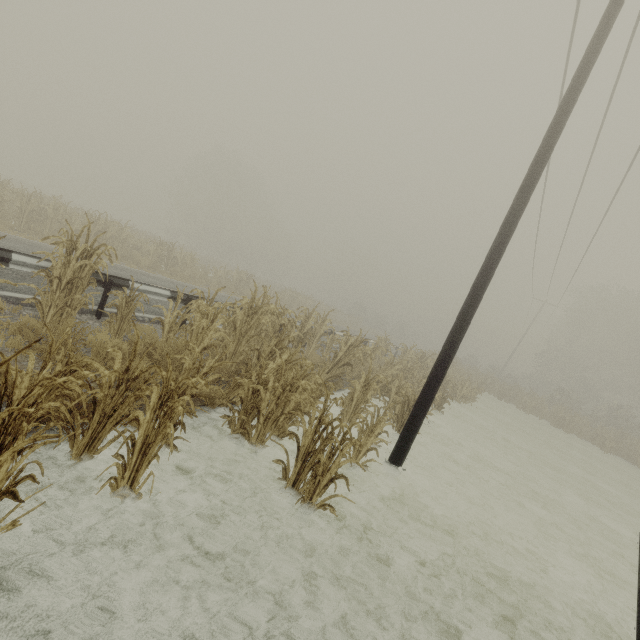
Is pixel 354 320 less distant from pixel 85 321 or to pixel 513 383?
pixel 513 383

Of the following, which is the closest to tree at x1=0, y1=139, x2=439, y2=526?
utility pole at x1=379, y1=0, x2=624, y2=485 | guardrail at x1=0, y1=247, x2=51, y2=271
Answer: utility pole at x1=379, y1=0, x2=624, y2=485

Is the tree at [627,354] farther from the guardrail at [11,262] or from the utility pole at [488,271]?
the guardrail at [11,262]

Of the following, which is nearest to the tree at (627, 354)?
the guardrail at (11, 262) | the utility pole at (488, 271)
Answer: the utility pole at (488, 271)

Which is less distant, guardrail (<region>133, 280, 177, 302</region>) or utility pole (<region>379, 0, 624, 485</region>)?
utility pole (<region>379, 0, 624, 485</region>)

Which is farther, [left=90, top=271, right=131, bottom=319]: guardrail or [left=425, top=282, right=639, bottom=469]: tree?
[left=425, top=282, right=639, bottom=469]: tree
